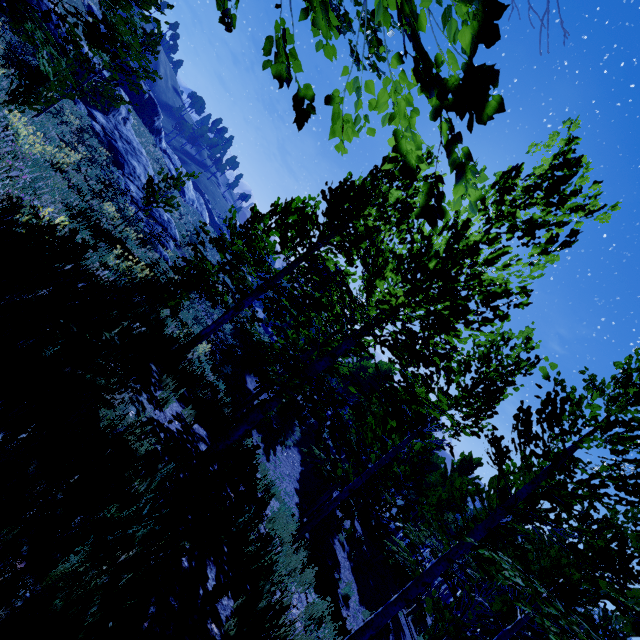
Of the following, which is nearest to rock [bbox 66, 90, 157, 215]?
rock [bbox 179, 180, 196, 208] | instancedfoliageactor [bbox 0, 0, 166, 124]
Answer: instancedfoliageactor [bbox 0, 0, 166, 124]

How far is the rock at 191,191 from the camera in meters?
52.1 m

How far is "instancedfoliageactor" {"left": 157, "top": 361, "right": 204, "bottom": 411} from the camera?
5.0m

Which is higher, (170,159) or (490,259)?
(490,259)

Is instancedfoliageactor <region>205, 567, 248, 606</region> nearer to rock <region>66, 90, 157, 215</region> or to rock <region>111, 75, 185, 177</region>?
rock <region>66, 90, 157, 215</region>

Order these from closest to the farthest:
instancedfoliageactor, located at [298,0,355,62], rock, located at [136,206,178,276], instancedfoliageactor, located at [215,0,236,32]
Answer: instancedfoliageactor, located at [298,0,355,62] < instancedfoliageactor, located at [215,0,236,32] < rock, located at [136,206,178,276]

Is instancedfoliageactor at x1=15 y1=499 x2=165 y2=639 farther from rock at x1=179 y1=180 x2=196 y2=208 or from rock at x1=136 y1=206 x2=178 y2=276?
rock at x1=179 y1=180 x2=196 y2=208

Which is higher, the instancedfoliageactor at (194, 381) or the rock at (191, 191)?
the rock at (191, 191)
